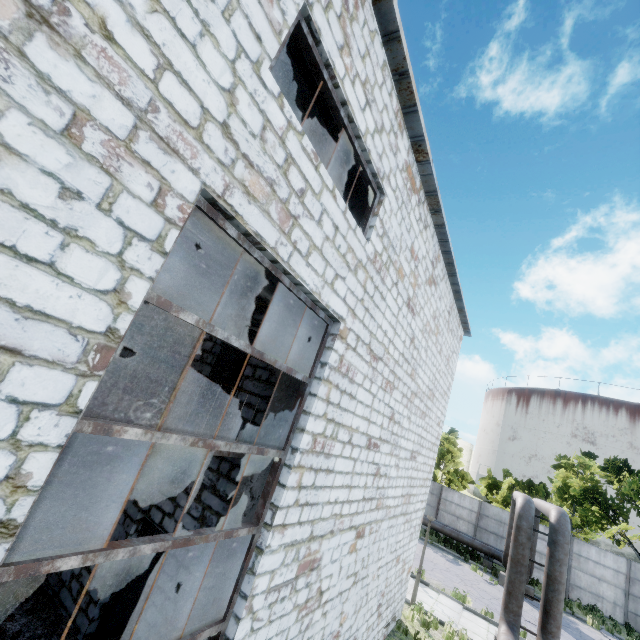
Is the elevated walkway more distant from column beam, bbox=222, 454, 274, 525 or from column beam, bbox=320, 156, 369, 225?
column beam, bbox=320, 156, 369, 225

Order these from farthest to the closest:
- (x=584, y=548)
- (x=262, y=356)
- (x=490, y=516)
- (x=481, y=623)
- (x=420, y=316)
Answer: (x=490, y=516) < (x=584, y=548) < (x=481, y=623) < (x=420, y=316) < (x=262, y=356)

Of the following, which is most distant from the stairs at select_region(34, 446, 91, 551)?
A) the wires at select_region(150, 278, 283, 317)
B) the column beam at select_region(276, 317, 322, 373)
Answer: the column beam at select_region(276, 317, 322, 373)

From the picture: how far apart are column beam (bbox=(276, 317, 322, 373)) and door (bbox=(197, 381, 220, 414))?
1.58m

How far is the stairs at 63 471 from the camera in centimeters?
699cm

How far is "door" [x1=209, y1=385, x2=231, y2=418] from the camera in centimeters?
718cm

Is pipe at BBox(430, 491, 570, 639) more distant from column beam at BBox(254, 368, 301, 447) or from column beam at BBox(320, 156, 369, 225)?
column beam at BBox(320, 156, 369, 225)

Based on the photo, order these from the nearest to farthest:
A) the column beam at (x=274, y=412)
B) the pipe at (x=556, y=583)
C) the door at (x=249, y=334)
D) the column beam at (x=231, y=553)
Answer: the column beam at (x=231, y=553)
the column beam at (x=274, y=412)
the door at (x=249, y=334)
the pipe at (x=556, y=583)
